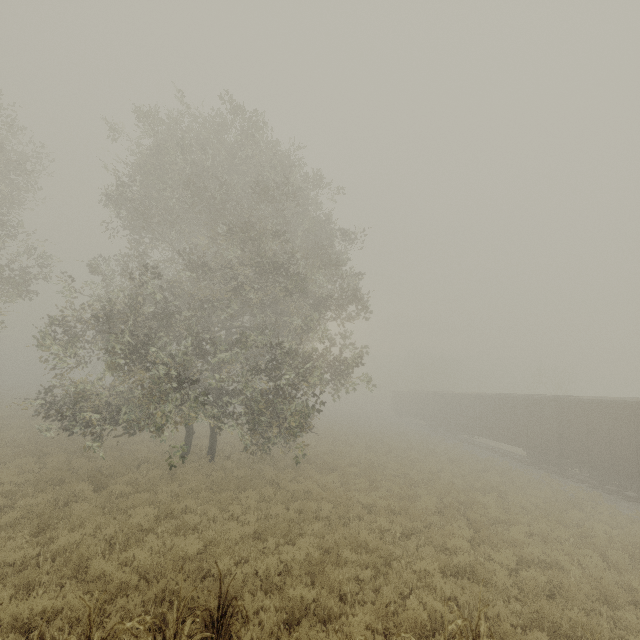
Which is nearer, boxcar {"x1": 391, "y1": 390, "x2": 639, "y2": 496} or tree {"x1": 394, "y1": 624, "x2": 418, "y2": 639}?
tree {"x1": 394, "y1": 624, "x2": 418, "y2": 639}

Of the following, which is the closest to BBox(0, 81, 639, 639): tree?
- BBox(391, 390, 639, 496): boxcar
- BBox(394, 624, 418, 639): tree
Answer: BBox(394, 624, 418, 639): tree

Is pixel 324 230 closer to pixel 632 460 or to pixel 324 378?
pixel 324 378

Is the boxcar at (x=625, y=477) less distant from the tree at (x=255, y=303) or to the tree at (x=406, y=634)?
the tree at (x=406, y=634)

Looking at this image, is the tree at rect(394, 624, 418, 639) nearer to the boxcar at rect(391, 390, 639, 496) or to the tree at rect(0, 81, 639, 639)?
the tree at rect(0, 81, 639, 639)

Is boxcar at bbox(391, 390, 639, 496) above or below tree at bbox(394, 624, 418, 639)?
above
